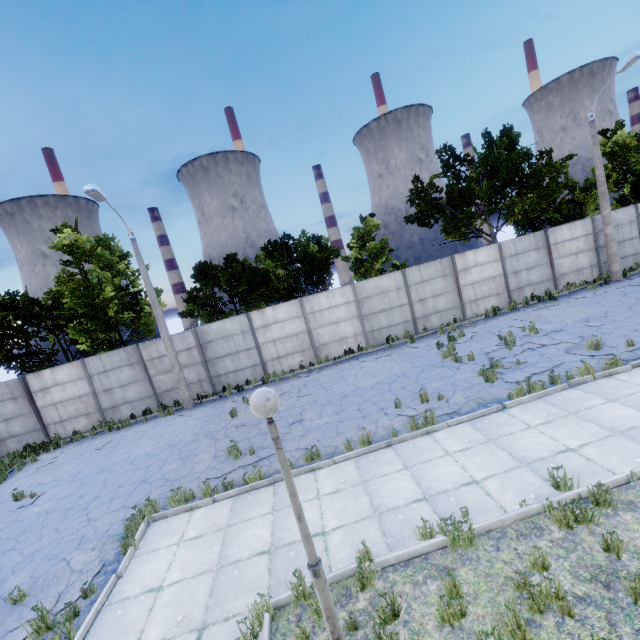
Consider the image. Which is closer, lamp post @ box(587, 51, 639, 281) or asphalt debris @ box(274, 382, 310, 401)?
asphalt debris @ box(274, 382, 310, 401)

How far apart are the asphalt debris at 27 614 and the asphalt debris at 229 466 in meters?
3.0

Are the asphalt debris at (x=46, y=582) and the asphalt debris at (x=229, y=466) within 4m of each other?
yes

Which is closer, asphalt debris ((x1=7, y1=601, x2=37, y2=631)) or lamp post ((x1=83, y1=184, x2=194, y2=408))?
asphalt debris ((x1=7, y1=601, x2=37, y2=631))

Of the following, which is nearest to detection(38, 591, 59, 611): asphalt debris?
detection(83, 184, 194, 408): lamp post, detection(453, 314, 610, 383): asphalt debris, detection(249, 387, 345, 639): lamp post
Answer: detection(249, 387, 345, 639): lamp post

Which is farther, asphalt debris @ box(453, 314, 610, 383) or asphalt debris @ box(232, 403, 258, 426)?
asphalt debris @ box(232, 403, 258, 426)

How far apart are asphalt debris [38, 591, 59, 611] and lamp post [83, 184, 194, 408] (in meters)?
9.14

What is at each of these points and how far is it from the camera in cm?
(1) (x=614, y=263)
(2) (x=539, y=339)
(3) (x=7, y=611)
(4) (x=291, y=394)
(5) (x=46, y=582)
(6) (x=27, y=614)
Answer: (1) lamp post, 1733
(2) asphalt debris, 1218
(3) asphalt debris, 601
(4) asphalt debris, 1367
(5) asphalt debris, 646
(6) asphalt debris, 584
